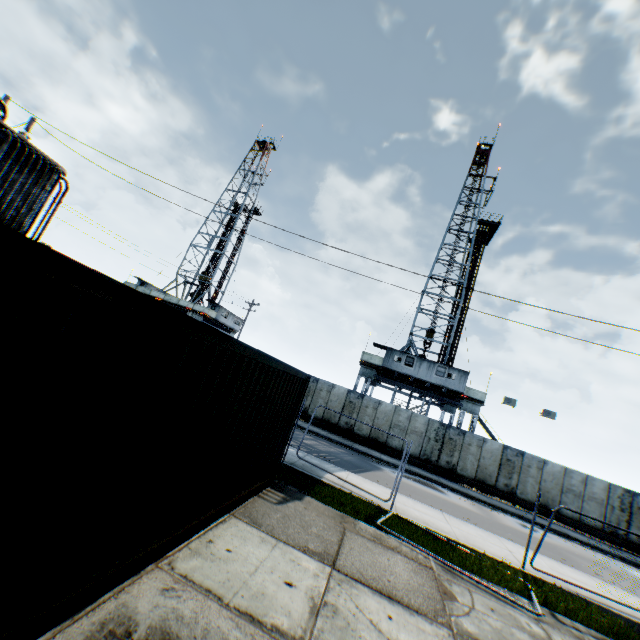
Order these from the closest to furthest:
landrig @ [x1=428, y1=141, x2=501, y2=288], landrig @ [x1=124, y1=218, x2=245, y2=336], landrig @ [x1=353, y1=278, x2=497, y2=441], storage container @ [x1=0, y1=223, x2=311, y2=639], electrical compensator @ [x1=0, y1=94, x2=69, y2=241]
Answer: storage container @ [x1=0, y1=223, x2=311, y2=639]
electrical compensator @ [x1=0, y1=94, x2=69, y2=241]
landrig @ [x1=353, y1=278, x2=497, y2=441]
landrig @ [x1=428, y1=141, x2=501, y2=288]
landrig @ [x1=124, y1=218, x2=245, y2=336]

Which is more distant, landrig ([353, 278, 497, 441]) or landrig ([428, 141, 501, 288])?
landrig ([428, 141, 501, 288])

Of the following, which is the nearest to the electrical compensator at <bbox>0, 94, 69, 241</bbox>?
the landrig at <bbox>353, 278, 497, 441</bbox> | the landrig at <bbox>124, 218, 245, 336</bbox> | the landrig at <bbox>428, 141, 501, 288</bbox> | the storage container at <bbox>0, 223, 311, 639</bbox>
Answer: the storage container at <bbox>0, 223, 311, 639</bbox>

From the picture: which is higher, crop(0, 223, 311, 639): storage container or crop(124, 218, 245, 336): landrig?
crop(124, 218, 245, 336): landrig

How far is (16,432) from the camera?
2.2m

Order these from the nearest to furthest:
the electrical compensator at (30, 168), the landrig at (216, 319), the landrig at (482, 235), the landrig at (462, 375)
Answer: the electrical compensator at (30, 168), the landrig at (462, 375), the landrig at (482, 235), the landrig at (216, 319)

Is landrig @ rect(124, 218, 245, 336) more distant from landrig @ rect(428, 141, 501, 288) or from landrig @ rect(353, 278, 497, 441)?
landrig @ rect(428, 141, 501, 288)

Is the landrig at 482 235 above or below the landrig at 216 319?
above
